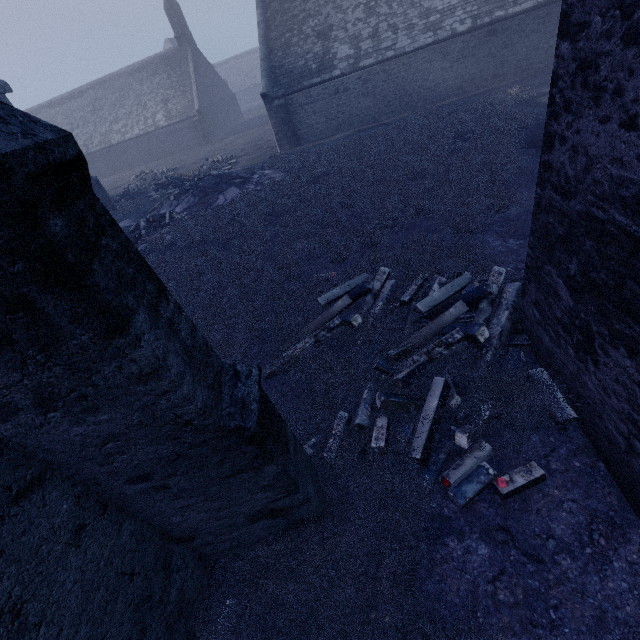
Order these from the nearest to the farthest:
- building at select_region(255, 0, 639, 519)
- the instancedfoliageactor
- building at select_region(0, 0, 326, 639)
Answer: building at select_region(0, 0, 326, 639) < building at select_region(255, 0, 639, 519) < the instancedfoliageactor

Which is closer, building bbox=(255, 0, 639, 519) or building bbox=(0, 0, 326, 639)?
building bbox=(0, 0, 326, 639)

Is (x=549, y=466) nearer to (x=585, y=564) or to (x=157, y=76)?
(x=585, y=564)

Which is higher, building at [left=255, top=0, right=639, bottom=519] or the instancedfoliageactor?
building at [left=255, top=0, right=639, bottom=519]

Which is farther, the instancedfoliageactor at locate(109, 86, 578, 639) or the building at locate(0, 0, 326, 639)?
the instancedfoliageactor at locate(109, 86, 578, 639)

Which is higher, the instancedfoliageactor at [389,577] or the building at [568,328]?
the building at [568,328]

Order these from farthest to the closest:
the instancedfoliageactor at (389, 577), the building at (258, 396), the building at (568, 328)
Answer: the instancedfoliageactor at (389, 577) → the building at (568, 328) → the building at (258, 396)
